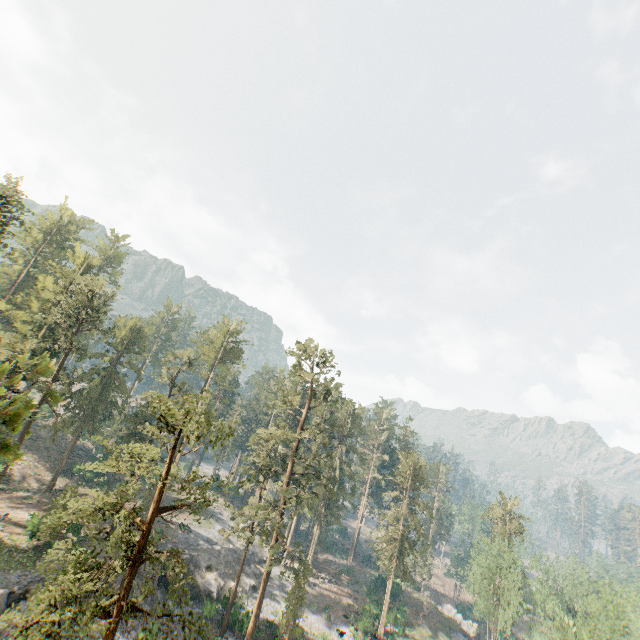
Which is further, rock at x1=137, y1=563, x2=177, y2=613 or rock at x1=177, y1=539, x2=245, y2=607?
rock at x1=177, y1=539, x2=245, y2=607

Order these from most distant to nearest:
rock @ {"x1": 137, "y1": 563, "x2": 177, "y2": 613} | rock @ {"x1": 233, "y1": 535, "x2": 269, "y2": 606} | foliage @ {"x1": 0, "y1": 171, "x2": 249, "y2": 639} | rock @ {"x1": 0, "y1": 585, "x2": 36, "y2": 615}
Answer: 1. rock @ {"x1": 233, "y1": 535, "x2": 269, "y2": 606}
2. rock @ {"x1": 137, "y1": 563, "x2": 177, "y2": 613}
3. rock @ {"x1": 0, "y1": 585, "x2": 36, "y2": 615}
4. foliage @ {"x1": 0, "y1": 171, "x2": 249, "y2": 639}

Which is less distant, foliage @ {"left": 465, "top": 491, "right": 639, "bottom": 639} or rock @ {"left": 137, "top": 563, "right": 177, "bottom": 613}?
foliage @ {"left": 465, "top": 491, "right": 639, "bottom": 639}

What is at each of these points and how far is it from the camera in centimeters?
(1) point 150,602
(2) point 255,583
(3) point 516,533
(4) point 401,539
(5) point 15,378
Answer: (1) rock, 3425cm
(2) rock, 4581cm
(3) foliage, 5216cm
(4) foliage, 4703cm
(5) foliage, 308cm

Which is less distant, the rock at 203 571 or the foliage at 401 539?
the rock at 203 571

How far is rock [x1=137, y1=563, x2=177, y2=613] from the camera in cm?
3356

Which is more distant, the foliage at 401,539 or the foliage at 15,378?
the foliage at 401,539

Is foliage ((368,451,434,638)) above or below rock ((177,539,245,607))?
above
